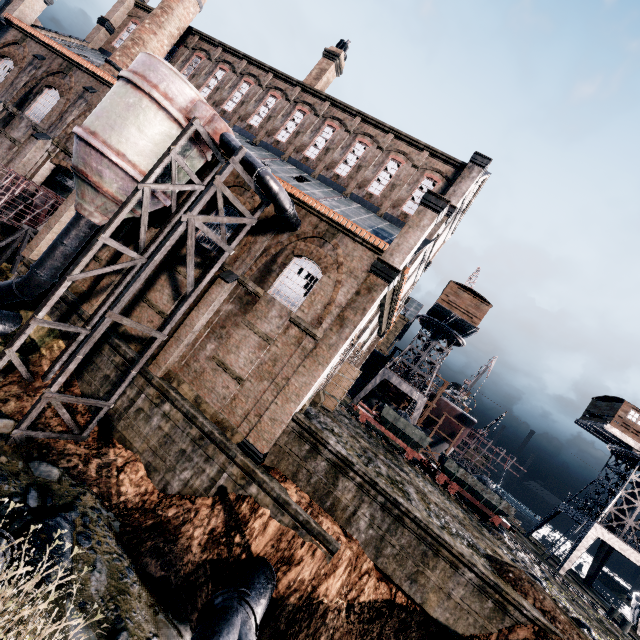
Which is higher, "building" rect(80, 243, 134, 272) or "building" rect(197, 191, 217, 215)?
"building" rect(197, 191, 217, 215)

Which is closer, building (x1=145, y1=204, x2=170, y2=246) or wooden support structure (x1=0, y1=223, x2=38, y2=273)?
building (x1=145, y1=204, x2=170, y2=246)

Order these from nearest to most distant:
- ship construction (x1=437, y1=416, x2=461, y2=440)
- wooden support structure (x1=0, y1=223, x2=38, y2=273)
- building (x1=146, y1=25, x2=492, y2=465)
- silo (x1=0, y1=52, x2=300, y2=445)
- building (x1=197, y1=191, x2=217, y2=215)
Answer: silo (x1=0, y1=52, x2=300, y2=445) < building (x1=146, y1=25, x2=492, y2=465) < building (x1=197, y1=191, x2=217, y2=215) < wooden support structure (x1=0, y1=223, x2=38, y2=273) < ship construction (x1=437, y1=416, x2=461, y2=440)

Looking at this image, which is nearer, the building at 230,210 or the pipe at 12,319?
the pipe at 12,319

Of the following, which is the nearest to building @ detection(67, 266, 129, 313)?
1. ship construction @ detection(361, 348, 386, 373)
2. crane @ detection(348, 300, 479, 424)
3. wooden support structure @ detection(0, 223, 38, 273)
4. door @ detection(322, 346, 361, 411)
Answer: door @ detection(322, 346, 361, 411)

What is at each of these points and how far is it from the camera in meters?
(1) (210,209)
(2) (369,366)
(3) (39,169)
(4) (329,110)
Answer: (1) building, 19.1
(2) ship construction, 49.9
(3) building, 22.1
(4) building, 25.2

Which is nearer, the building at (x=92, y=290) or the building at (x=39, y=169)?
the building at (x=92, y=290)
